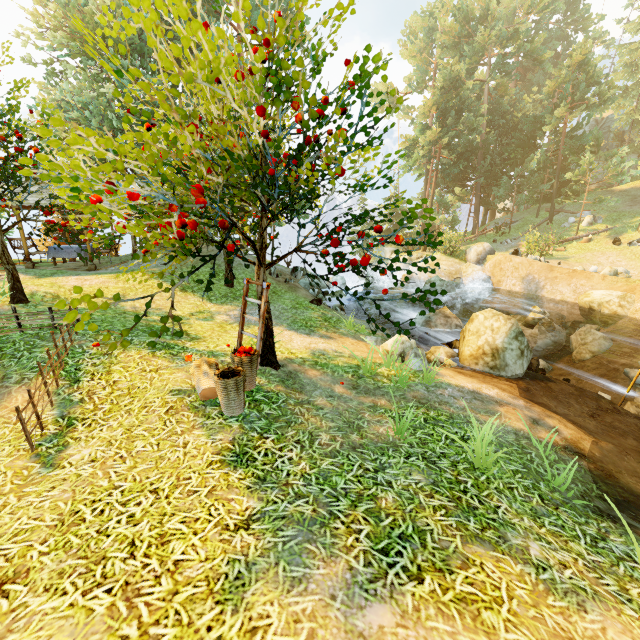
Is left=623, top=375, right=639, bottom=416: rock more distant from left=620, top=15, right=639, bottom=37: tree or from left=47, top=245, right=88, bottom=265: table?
left=47, top=245, right=88, bottom=265: table

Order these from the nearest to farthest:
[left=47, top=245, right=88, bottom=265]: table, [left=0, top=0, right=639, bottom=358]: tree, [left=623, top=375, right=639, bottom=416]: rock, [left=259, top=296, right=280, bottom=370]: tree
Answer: [left=0, top=0, right=639, bottom=358]: tree → [left=259, top=296, right=280, bottom=370]: tree → [left=623, top=375, right=639, bottom=416]: rock → [left=47, top=245, right=88, bottom=265]: table

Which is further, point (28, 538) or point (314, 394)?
point (314, 394)

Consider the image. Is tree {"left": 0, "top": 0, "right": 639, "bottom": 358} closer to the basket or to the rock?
the basket

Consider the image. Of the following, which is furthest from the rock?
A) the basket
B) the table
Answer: the table

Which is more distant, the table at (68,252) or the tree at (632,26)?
the tree at (632,26)

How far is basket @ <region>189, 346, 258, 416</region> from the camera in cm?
490

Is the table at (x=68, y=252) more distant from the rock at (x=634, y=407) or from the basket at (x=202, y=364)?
the rock at (x=634, y=407)
